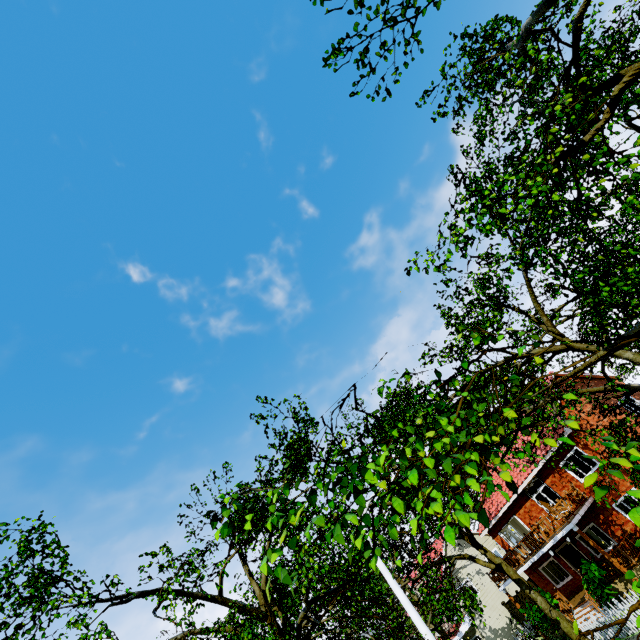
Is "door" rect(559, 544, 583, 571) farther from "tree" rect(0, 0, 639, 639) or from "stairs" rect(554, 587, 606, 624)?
"tree" rect(0, 0, 639, 639)

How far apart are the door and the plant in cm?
419

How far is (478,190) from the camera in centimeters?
630cm

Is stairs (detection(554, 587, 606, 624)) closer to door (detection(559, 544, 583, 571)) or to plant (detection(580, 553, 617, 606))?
plant (detection(580, 553, 617, 606))

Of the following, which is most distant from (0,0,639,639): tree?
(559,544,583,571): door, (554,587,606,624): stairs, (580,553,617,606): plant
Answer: (559,544,583,571): door

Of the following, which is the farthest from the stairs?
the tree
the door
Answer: the tree

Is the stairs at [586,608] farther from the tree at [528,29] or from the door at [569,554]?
the tree at [528,29]

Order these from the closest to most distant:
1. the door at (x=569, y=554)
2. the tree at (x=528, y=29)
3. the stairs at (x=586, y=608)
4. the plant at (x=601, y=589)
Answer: the tree at (x=528, y=29) → the plant at (x=601, y=589) → the stairs at (x=586, y=608) → the door at (x=569, y=554)
